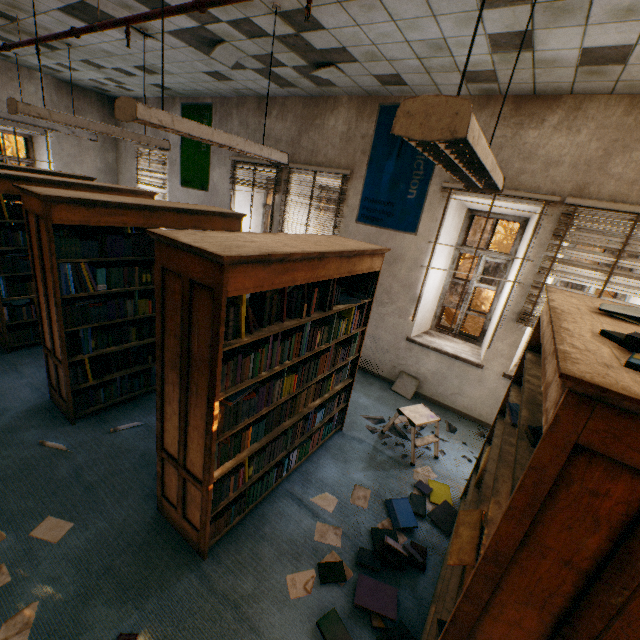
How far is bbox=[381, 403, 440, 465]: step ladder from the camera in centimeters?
353cm

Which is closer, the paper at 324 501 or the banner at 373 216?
the paper at 324 501

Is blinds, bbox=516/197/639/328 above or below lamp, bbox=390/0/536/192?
below

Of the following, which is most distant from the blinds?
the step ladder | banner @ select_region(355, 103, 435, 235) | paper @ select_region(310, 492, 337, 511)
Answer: paper @ select_region(310, 492, 337, 511)

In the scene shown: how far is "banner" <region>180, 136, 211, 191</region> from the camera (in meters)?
6.45

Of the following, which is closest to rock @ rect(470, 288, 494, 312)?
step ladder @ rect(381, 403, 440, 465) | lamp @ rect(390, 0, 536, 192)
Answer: step ladder @ rect(381, 403, 440, 465)

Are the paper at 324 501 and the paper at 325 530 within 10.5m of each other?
yes

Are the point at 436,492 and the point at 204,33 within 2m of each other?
no
